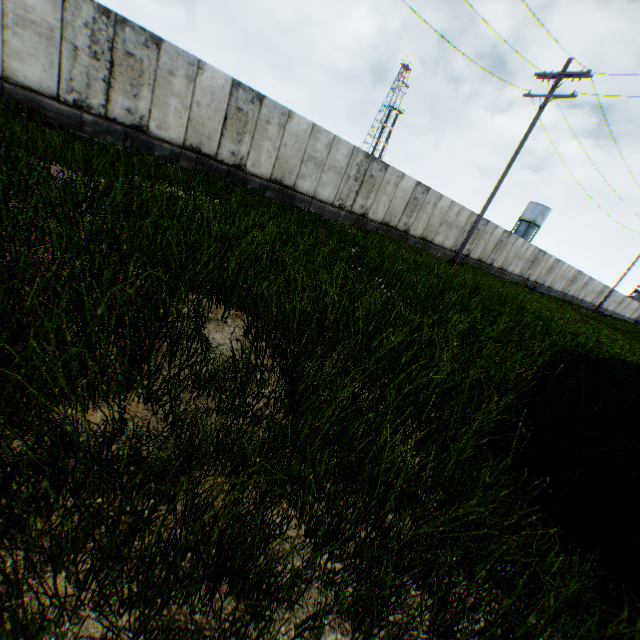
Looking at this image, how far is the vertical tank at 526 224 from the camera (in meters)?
58.16

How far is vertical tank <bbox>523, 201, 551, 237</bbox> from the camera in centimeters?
5816cm

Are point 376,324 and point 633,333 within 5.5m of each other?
no
